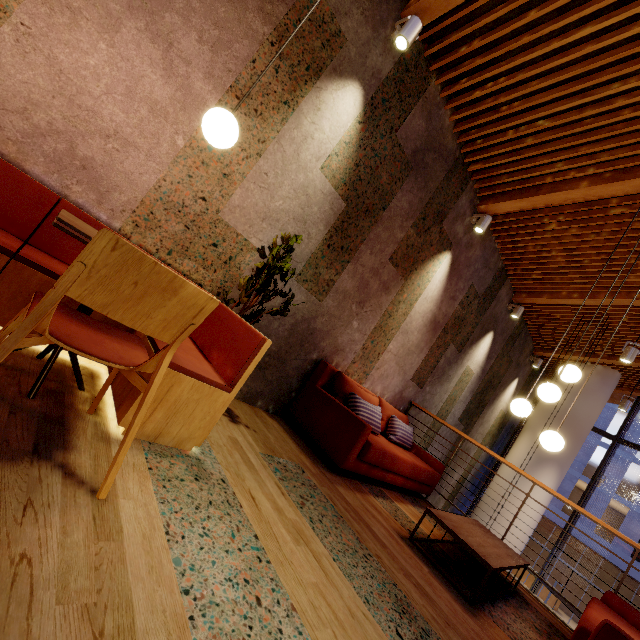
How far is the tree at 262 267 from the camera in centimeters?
257cm

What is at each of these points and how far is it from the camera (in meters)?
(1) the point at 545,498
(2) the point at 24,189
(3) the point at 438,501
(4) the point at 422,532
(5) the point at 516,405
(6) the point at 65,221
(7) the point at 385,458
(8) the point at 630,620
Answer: (1) column, 7.56
(2) seat, 1.94
(3) building, 7.84
(4) building, 3.24
(5) lamp, 3.32
(6) table, 1.27
(7) couch, 3.45
(8) couch, 3.01

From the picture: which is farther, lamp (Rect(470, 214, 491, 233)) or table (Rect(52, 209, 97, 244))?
lamp (Rect(470, 214, 491, 233))

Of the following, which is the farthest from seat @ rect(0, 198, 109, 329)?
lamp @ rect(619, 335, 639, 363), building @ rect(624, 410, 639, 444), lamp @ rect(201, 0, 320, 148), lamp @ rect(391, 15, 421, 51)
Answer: building @ rect(624, 410, 639, 444)

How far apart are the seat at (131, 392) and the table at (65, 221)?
0.2m

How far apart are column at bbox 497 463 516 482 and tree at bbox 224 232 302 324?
8.1 meters

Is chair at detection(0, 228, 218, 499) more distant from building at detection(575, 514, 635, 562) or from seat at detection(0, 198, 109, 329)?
building at detection(575, 514, 635, 562)

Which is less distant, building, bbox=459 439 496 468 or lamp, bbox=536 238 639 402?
lamp, bbox=536 238 639 402
